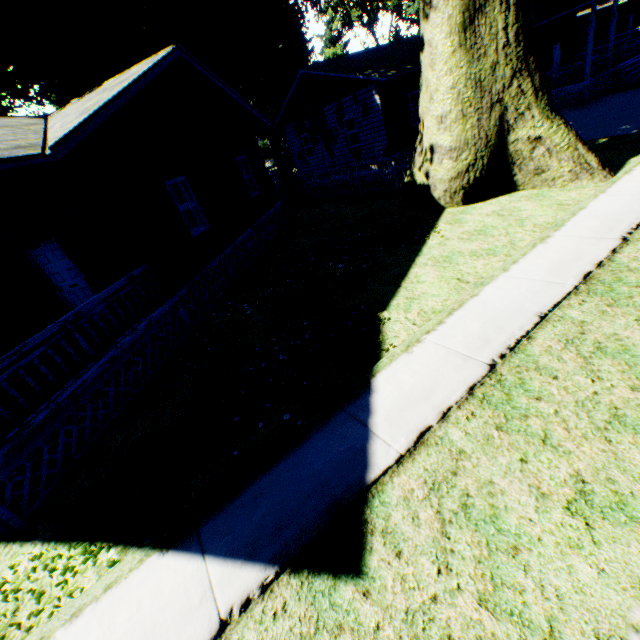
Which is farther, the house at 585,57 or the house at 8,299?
the house at 585,57

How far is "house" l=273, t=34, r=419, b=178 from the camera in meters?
16.4 m

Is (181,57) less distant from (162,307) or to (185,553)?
(162,307)

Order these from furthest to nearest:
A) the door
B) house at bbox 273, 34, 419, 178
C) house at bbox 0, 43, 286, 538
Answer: house at bbox 273, 34, 419, 178 → the door → house at bbox 0, 43, 286, 538

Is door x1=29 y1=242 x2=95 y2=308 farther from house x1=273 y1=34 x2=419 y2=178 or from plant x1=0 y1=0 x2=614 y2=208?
house x1=273 y1=34 x2=419 y2=178

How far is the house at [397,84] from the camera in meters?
16.4 m

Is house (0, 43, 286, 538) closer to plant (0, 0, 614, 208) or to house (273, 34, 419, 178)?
plant (0, 0, 614, 208)
